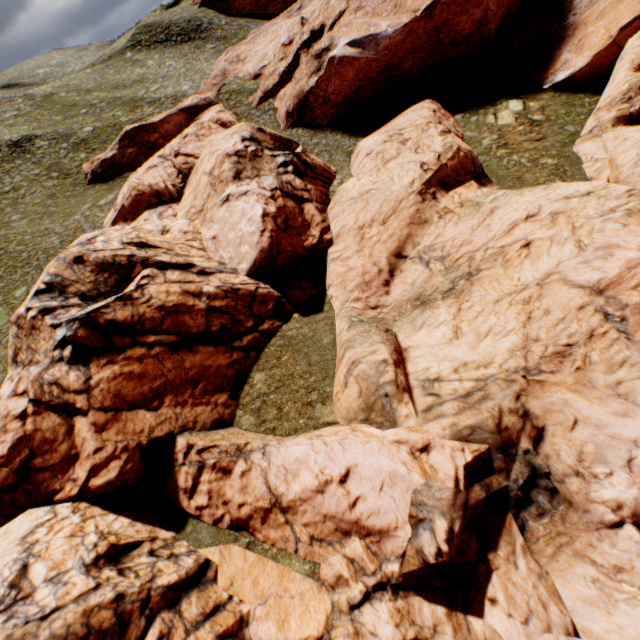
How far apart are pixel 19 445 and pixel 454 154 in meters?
29.7
